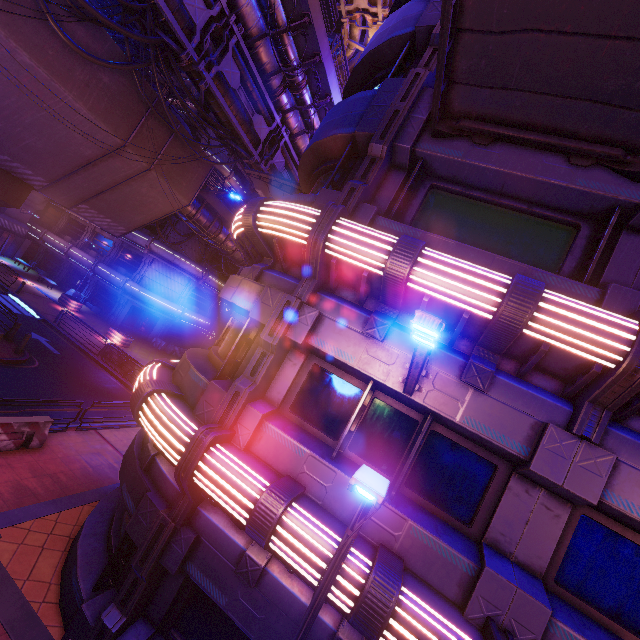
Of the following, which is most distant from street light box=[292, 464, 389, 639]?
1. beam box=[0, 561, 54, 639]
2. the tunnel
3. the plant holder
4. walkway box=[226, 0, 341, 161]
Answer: the tunnel

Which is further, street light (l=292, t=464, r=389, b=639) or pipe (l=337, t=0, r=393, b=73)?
pipe (l=337, t=0, r=393, b=73)

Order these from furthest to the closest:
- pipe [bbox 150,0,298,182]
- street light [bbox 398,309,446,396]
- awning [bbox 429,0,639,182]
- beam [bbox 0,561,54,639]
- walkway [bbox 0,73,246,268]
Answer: walkway [bbox 0,73,246,268] → pipe [bbox 150,0,298,182] → beam [bbox 0,561,54,639] → awning [bbox 429,0,639,182] → street light [bbox 398,309,446,396]

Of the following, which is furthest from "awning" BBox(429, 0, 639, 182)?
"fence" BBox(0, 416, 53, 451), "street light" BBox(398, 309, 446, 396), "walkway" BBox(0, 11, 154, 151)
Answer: "fence" BBox(0, 416, 53, 451)

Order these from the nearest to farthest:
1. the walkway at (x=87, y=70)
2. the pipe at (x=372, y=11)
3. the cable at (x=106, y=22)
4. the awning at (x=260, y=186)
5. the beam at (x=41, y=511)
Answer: the beam at (x=41, y=511) < the cable at (x=106, y=22) < the walkway at (x=87, y=70) < the awning at (x=260, y=186) < the pipe at (x=372, y=11)

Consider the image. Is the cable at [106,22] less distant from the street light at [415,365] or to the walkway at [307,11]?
the walkway at [307,11]

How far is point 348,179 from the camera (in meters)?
Answer: 7.46

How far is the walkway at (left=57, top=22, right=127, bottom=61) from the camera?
10.9m
